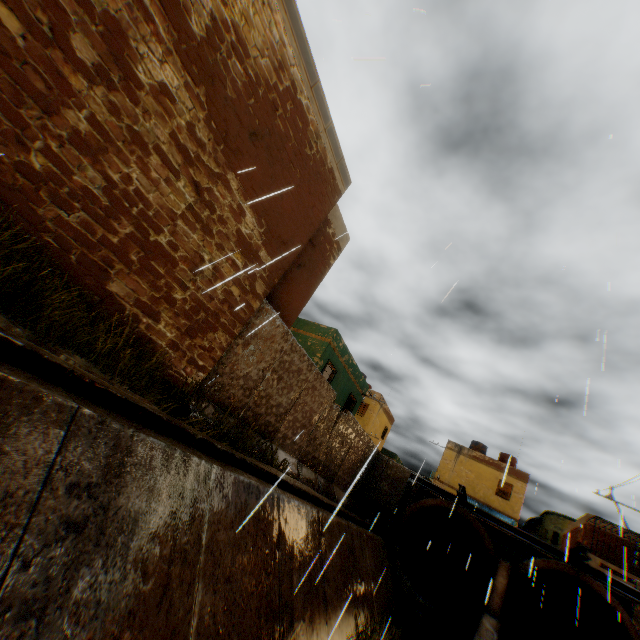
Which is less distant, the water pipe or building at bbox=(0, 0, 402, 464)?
building at bbox=(0, 0, 402, 464)

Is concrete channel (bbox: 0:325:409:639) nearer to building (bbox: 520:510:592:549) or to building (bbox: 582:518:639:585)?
building (bbox: 520:510:592:549)

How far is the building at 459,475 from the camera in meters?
27.4

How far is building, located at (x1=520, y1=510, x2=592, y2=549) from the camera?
23.3 meters

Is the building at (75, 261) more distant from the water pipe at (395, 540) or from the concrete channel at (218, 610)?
the water pipe at (395, 540)

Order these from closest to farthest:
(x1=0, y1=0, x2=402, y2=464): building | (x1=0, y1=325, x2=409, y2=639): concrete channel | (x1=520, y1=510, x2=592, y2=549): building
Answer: (x1=0, y1=325, x2=409, y2=639): concrete channel, (x1=0, y1=0, x2=402, y2=464): building, (x1=520, y1=510, x2=592, y2=549): building

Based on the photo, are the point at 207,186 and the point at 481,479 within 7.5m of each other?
no

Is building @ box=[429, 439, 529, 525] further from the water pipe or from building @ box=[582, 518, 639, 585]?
building @ box=[582, 518, 639, 585]
